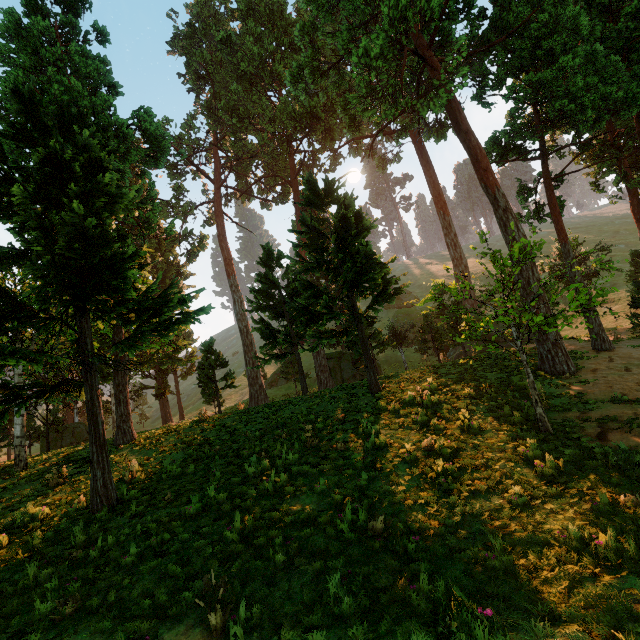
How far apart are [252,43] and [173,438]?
39.31m
